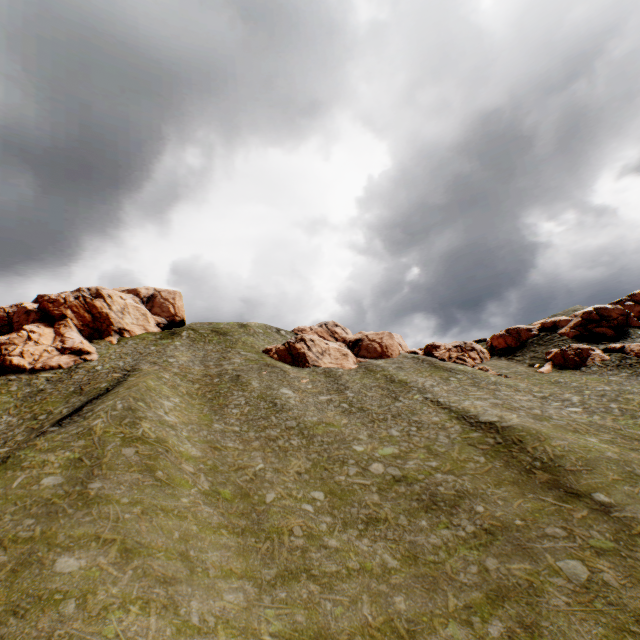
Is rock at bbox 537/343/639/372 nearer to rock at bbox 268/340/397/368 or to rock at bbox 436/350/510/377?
rock at bbox 436/350/510/377

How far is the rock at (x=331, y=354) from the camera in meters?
55.4

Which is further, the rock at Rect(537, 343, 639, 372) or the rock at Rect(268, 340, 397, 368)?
the rock at Rect(268, 340, 397, 368)

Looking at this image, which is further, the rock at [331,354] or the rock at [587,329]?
the rock at [331,354]

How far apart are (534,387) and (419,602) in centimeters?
3738cm

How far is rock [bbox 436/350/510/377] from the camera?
49.9 meters

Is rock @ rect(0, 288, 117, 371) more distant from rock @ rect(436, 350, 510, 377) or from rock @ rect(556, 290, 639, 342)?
rock @ rect(436, 350, 510, 377)
